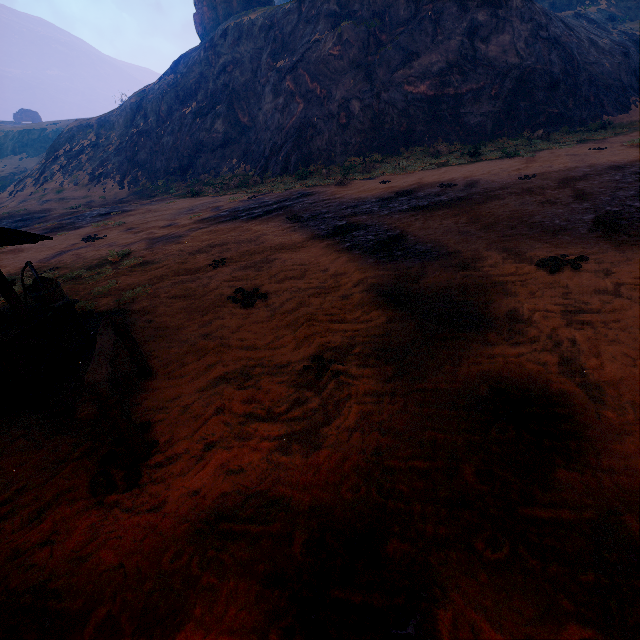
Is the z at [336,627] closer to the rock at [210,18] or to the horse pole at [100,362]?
the horse pole at [100,362]

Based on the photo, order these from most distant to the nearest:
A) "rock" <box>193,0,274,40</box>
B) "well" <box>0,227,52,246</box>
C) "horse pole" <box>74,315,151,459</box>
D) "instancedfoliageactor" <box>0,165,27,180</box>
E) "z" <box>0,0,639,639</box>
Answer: "instancedfoliageactor" <box>0,165,27,180</box>
"rock" <box>193,0,274,40</box>
"well" <box>0,227,52,246</box>
"horse pole" <box>74,315,151,459</box>
"z" <box>0,0,639,639</box>

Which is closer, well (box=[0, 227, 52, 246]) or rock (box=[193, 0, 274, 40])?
well (box=[0, 227, 52, 246])

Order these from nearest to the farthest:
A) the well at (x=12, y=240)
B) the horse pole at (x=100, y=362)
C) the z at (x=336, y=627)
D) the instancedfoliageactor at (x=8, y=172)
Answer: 1. the z at (x=336, y=627)
2. the horse pole at (x=100, y=362)
3. the well at (x=12, y=240)
4. the instancedfoliageactor at (x=8, y=172)

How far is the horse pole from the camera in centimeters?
266cm

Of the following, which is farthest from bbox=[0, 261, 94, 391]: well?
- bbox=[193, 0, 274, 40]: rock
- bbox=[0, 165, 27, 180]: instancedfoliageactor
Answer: bbox=[0, 165, 27, 180]: instancedfoliageactor

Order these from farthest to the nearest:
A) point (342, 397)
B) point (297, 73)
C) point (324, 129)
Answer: point (297, 73) → point (324, 129) → point (342, 397)

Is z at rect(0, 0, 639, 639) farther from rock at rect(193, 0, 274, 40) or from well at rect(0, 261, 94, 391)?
rock at rect(193, 0, 274, 40)
